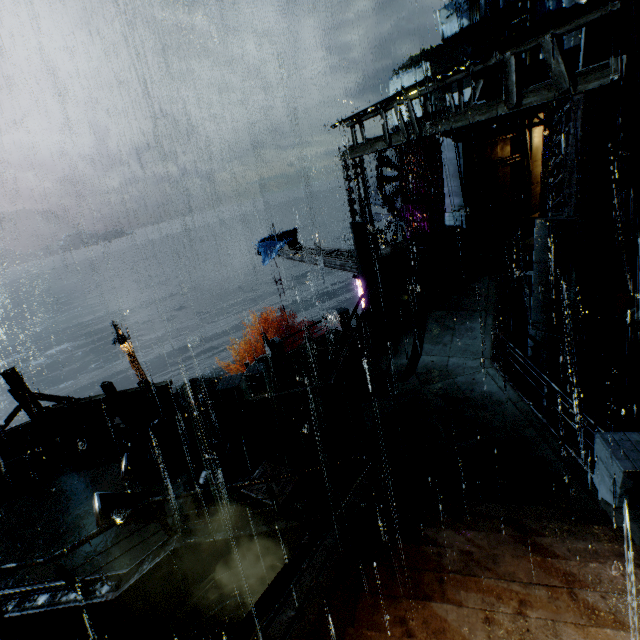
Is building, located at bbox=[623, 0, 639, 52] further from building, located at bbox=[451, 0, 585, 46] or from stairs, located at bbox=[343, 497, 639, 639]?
building, located at bbox=[451, 0, 585, 46]

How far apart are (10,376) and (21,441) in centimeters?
268cm

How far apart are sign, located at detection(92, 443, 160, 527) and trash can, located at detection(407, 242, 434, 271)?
13.17m

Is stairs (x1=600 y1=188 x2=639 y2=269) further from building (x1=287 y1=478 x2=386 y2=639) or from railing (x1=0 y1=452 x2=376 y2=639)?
railing (x1=0 y1=452 x2=376 y2=639)

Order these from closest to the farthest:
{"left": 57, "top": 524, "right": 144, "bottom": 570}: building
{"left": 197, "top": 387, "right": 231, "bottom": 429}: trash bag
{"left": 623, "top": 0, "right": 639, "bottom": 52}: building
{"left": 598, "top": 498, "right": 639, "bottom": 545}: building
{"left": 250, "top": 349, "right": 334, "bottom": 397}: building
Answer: {"left": 598, "top": 498, "right": 639, "bottom": 545}: building < {"left": 57, "top": 524, "right": 144, "bottom": 570}: building < {"left": 197, "top": 387, "right": 231, "bottom": 429}: trash bag < {"left": 623, "top": 0, "right": 639, "bottom": 52}: building < {"left": 250, "top": 349, "right": 334, "bottom": 397}: building

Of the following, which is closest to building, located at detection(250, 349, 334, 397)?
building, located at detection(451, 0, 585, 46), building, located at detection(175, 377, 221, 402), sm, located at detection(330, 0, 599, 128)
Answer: sm, located at detection(330, 0, 599, 128)

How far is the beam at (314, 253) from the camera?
16.6m

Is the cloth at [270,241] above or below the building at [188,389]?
above
